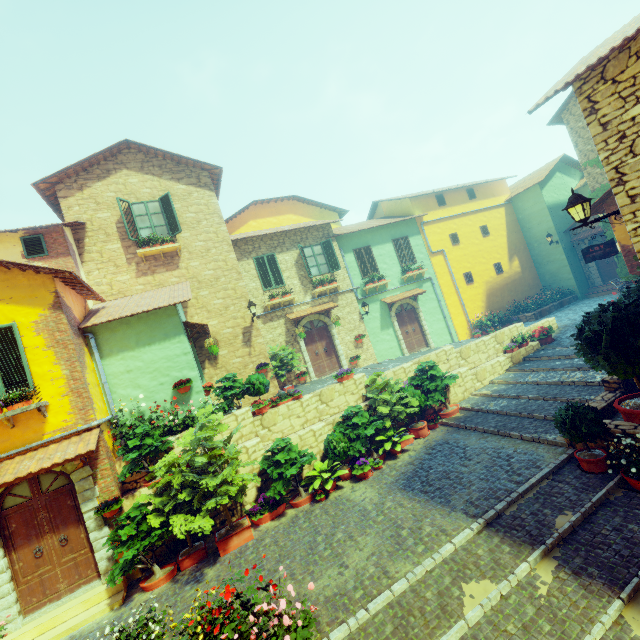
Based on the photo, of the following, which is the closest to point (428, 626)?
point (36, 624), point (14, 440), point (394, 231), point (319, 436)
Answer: point (319, 436)

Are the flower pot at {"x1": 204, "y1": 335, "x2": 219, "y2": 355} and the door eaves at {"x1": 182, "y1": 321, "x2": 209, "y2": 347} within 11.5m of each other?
yes

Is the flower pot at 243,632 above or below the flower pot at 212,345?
below

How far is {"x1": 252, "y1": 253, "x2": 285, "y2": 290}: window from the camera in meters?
14.9 m

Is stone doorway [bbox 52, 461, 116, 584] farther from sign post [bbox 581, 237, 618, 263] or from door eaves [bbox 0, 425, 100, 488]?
sign post [bbox 581, 237, 618, 263]

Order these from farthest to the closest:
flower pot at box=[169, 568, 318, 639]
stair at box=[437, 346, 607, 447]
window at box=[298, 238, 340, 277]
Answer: window at box=[298, 238, 340, 277]
stair at box=[437, 346, 607, 447]
flower pot at box=[169, 568, 318, 639]

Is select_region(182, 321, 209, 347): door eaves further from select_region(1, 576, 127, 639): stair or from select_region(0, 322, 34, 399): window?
select_region(1, 576, 127, 639): stair

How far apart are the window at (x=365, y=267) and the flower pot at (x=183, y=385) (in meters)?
10.51
